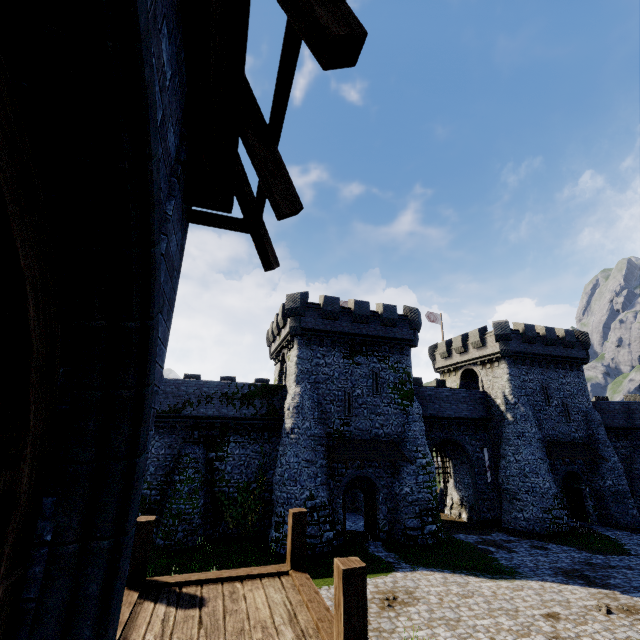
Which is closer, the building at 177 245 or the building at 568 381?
the building at 177 245

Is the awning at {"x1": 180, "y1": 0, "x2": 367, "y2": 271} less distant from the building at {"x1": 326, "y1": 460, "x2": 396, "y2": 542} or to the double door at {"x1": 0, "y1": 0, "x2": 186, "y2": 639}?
the double door at {"x1": 0, "y1": 0, "x2": 186, "y2": 639}

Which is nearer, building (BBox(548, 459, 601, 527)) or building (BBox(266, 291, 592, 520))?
building (BBox(266, 291, 592, 520))

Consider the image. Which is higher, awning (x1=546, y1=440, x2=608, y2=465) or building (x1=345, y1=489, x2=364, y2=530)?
awning (x1=546, y1=440, x2=608, y2=465)

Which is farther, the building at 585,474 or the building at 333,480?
the building at 585,474

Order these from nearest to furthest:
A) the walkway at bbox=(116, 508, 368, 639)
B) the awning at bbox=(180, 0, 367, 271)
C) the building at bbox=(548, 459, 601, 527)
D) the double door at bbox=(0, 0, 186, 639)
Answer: the double door at bbox=(0, 0, 186, 639), the awning at bbox=(180, 0, 367, 271), the walkway at bbox=(116, 508, 368, 639), the building at bbox=(548, 459, 601, 527)

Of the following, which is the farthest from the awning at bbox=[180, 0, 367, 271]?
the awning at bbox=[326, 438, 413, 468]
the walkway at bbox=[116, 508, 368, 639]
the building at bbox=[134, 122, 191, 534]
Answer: the awning at bbox=[326, 438, 413, 468]

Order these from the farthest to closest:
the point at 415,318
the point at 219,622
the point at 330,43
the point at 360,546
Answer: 1. the point at 415,318
2. the point at 360,546
3. the point at 219,622
4. the point at 330,43
